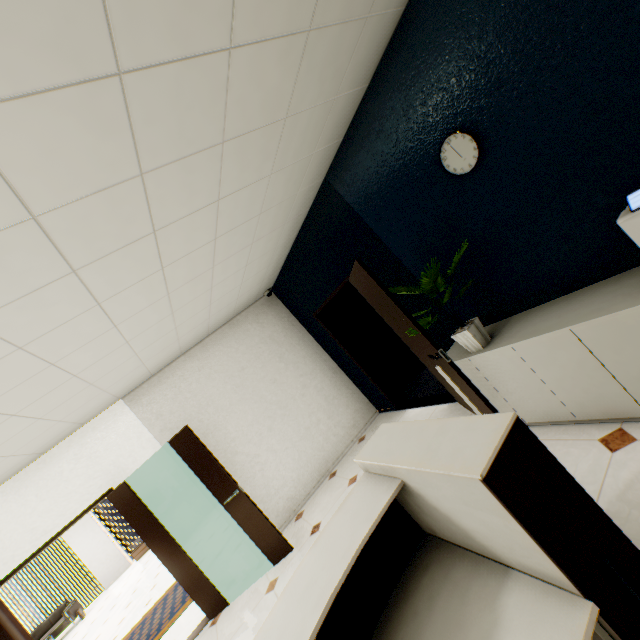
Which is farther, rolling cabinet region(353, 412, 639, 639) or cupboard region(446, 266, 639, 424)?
cupboard region(446, 266, 639, 424)

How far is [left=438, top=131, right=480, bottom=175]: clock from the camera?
2.2 meters

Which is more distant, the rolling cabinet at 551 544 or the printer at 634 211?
the printer at 634 211

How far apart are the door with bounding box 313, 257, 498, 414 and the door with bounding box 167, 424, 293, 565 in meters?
2.4 m

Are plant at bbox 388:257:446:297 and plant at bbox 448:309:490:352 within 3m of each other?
yes

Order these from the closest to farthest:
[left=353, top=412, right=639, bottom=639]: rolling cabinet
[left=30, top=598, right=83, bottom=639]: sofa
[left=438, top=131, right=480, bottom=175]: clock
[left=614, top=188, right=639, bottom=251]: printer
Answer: [left=353, top=412, right=639, bottom=639]: rolling cabinet, [left=614, top=188, right=639, bottom=251]: printer, [left=438, top=131, right=480, bottom=175]: clock, [left=30, top=598, right=83, bottom=639]: sofa

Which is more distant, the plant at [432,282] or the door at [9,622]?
the door at [9,622]

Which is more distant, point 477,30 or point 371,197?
point 371,197
